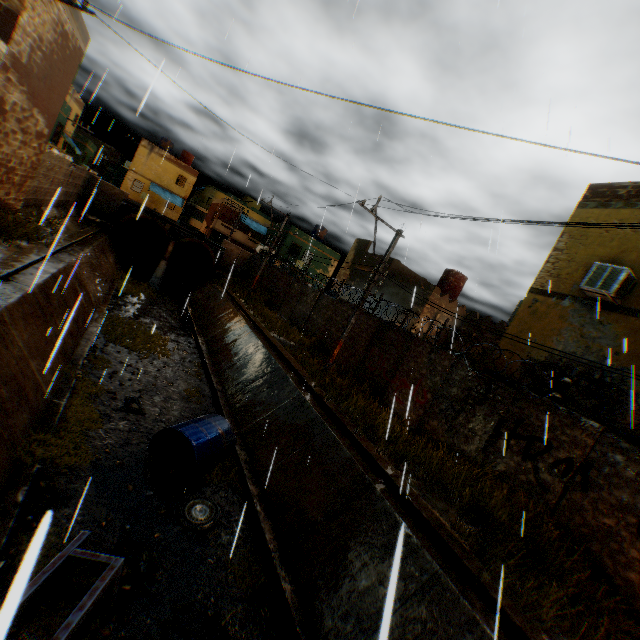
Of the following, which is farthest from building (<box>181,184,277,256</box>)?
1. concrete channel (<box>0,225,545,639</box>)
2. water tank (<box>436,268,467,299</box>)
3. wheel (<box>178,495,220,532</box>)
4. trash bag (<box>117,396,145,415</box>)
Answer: wheel (<box>178,495,220,532</box>)

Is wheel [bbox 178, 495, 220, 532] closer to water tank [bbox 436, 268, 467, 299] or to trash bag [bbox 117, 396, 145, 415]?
trash bag [bbox 117, 396, 145, 415]

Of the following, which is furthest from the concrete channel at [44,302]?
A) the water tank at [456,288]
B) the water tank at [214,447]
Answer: the water tank at [456,288]

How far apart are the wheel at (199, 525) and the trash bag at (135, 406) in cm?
343

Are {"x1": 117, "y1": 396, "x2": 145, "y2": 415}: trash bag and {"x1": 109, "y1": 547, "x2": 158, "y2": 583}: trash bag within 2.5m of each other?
no

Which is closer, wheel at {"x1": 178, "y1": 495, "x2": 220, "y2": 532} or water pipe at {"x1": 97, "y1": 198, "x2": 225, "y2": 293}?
wheel at {"x1": 178, "y1": 495, "x2": 220, "y2": 532}

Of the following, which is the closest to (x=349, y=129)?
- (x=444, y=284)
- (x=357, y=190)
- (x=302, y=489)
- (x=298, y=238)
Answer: (x=357, y=190)
